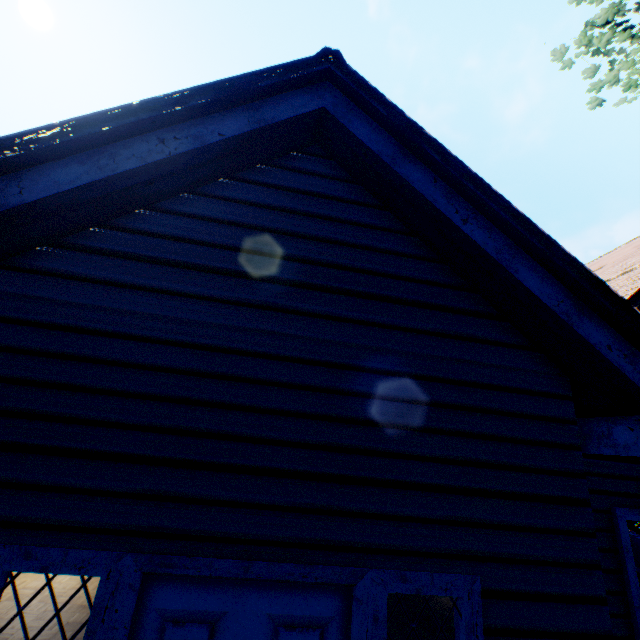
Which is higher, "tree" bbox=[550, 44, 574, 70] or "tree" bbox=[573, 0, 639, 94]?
"tree" bbox=[550, 44, 574, 70]

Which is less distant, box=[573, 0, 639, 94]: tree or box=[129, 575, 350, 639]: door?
box=[129, 575, 350, 639]: door

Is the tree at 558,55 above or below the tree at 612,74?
above

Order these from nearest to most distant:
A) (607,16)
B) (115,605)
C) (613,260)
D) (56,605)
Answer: (115,605)
(607,16)
(56,605)
(613,260)

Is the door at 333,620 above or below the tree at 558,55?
below

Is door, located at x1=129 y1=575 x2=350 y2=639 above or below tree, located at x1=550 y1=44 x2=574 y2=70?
below

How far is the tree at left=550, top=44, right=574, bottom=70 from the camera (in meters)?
4.06
